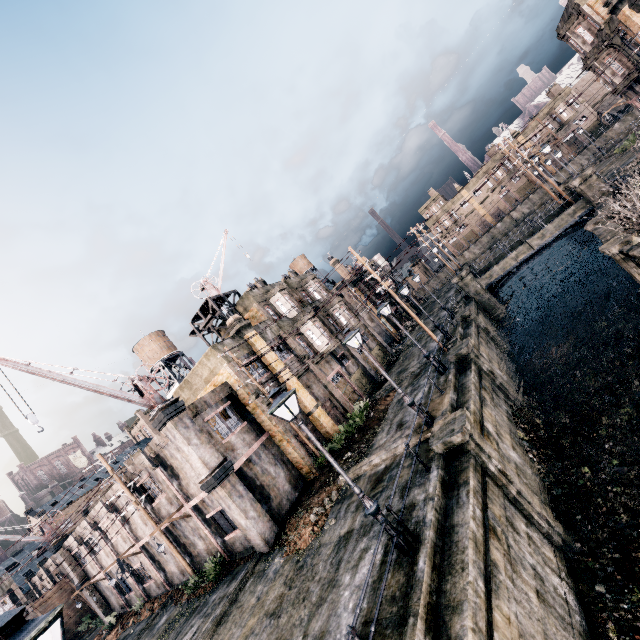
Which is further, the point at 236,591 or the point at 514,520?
the point at 236,591

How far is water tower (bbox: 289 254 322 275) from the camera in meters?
53.7

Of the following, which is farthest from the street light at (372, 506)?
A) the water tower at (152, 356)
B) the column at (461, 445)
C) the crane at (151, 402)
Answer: the water tower at (152, 356)

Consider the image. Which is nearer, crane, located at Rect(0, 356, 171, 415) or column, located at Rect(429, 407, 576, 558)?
column, located at Rect(429, 407, 576, 558)

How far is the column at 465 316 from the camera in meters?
26.6

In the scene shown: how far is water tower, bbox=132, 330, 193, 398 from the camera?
40.6m

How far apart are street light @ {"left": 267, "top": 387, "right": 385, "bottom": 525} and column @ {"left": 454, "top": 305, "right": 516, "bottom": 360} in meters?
21.1 m

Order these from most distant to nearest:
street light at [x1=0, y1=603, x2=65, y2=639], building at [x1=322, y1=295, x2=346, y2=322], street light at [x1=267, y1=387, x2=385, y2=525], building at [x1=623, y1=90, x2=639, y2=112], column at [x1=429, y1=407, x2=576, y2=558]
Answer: building at [x1=623, y1=90, x2=639, y2=112]
building at [x1=322, y1=295, x2=346, y2=322]
column at [x1=429, y1=407, x2=576, y2=558]
street light at [x1=267, y1=387, x2=385, y2=525]
street light at [x1=0, y1=603, x2=65, y2=639]
